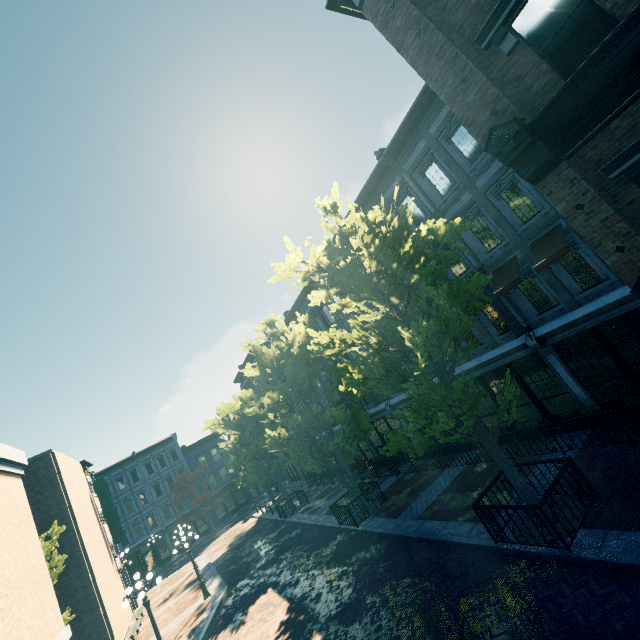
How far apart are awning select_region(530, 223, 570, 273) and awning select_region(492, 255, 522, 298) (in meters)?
0.48

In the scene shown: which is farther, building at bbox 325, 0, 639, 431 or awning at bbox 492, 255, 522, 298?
awning at bbox 492, 255, 522, 298

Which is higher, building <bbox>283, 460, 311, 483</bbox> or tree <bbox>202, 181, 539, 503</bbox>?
tree <bbox>202, 181, 539, 503</bbox>

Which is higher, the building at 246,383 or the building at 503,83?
the building at 246,383

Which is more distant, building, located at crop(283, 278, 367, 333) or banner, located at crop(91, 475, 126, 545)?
banner, located at crop(91, 475, 126, 545)

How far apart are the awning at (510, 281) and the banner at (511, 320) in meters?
0.3 m

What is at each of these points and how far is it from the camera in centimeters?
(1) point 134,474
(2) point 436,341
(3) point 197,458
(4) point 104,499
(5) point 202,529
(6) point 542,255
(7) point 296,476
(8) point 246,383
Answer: (1) building, 4166cm
(2) tree, 835cm
(3) building, 4481cm
(4) banner, 2517cm
(5) building, 4159cm
(6) awning, 1059cm
(7) building, 3797cm
(8) building, 4091cm

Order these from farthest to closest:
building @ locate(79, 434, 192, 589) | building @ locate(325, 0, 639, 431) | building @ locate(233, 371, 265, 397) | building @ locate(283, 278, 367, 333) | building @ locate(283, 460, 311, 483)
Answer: building @ locate(233, 371, 265, 397) → building @ locate(283, 460, 311, 483) → building @ locate(79, 434, 192, 589) → building @ locate(283, 278, 367, 333) → building @ locate(325, 0, 639, 431)
